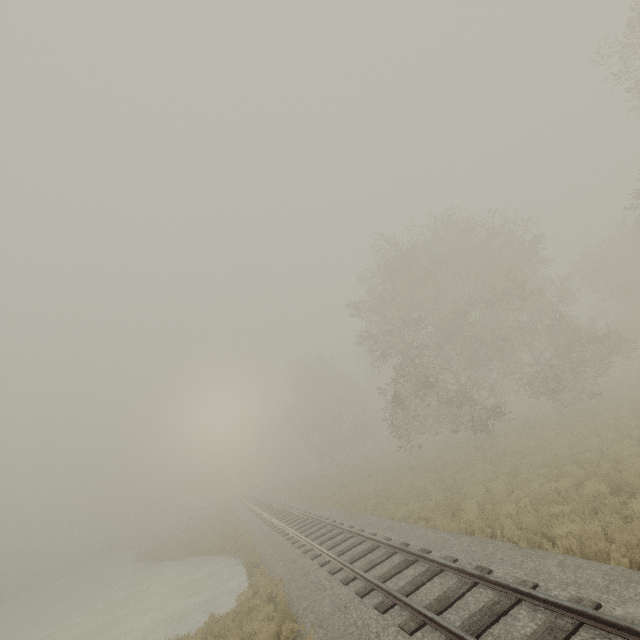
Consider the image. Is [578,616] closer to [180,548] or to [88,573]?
[180,548]
